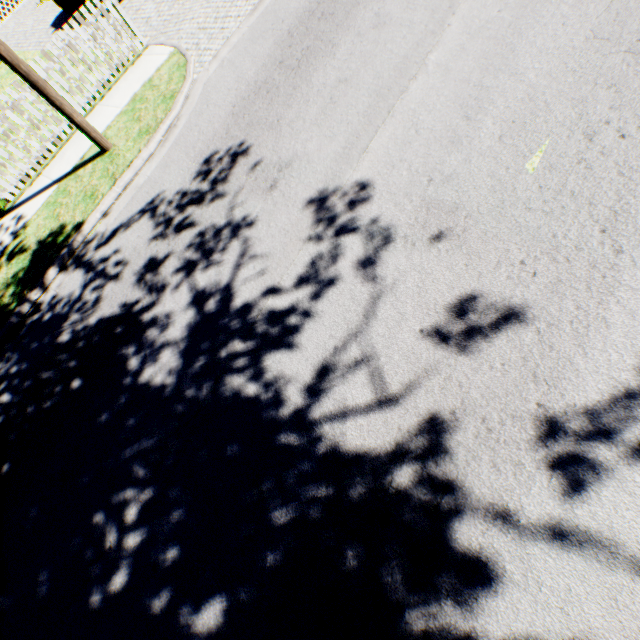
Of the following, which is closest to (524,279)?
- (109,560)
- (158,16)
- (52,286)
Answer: (109,560)
